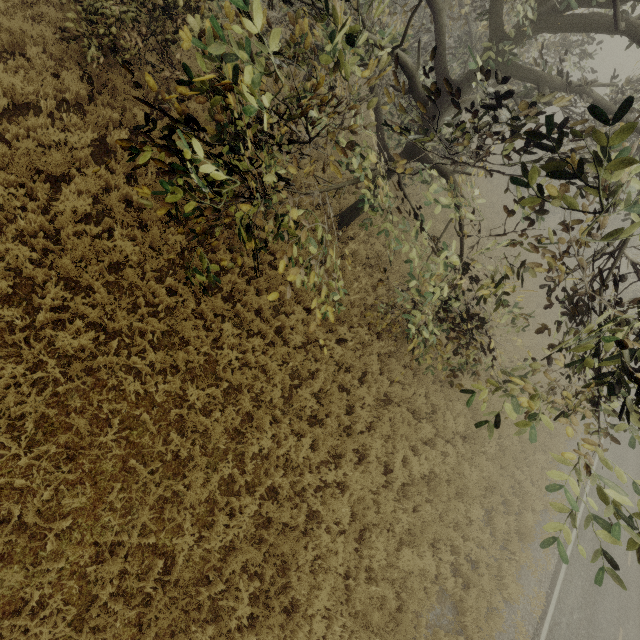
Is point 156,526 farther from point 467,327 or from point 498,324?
point 498,324

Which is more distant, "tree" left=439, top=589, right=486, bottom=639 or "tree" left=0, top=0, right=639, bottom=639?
"tree" left=439, top=589, right=486, bottom=639

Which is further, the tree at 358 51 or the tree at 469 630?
the tree at 469 630
